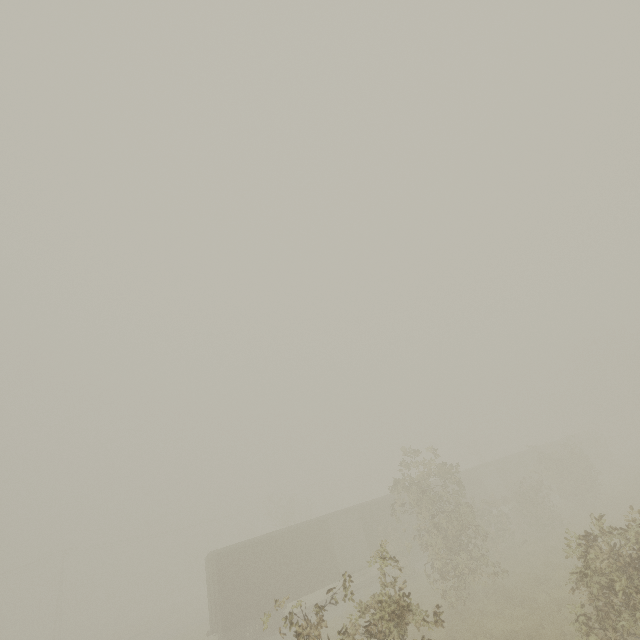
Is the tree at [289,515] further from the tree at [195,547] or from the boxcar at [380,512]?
the tree at [195,547]

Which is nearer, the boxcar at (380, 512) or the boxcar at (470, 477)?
the boxcar at (380, 512)

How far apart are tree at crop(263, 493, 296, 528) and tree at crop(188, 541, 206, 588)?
20.9m

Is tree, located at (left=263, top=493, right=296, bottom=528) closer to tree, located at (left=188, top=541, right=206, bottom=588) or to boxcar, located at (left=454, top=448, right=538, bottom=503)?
boxcar, located at (left=454, top=448, right=538, bottom=503)

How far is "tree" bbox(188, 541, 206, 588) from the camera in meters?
48.4

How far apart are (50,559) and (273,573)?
44.71m

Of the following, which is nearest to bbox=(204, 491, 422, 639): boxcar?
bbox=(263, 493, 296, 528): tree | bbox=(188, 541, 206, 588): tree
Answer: bbox=(263, 493, 296, 528): tree
